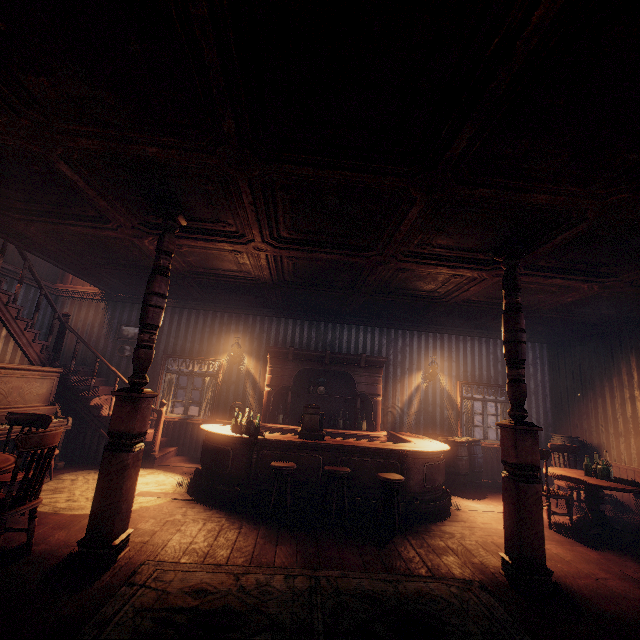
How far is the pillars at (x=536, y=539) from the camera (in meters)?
3.41

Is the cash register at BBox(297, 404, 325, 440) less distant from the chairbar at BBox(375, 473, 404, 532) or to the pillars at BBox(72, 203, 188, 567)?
the chairbar at BBox(375, 473, 404, 532)

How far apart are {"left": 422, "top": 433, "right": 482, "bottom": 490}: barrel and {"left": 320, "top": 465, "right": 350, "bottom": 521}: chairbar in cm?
316

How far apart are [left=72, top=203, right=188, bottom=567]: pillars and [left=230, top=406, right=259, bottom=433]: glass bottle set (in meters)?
2.29

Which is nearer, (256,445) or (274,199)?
(274,199)

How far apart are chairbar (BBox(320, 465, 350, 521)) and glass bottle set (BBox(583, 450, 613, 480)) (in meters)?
4.18

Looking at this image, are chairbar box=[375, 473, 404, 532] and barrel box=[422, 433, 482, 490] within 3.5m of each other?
yes

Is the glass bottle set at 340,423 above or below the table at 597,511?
above
